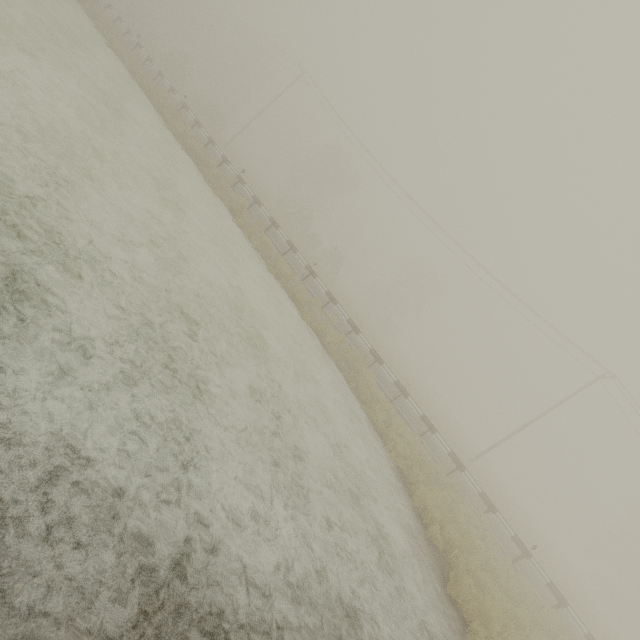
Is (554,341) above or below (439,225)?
above
